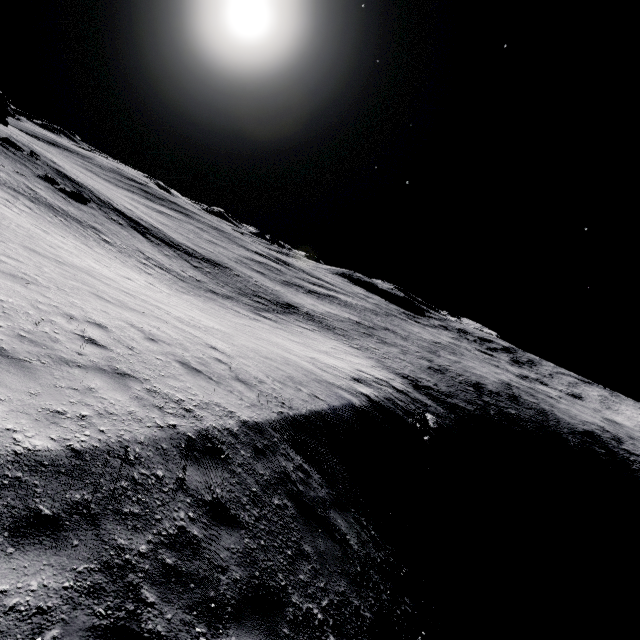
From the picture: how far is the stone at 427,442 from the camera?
18.41m

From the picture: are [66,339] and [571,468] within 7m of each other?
no

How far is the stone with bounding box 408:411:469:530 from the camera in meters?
18.4
